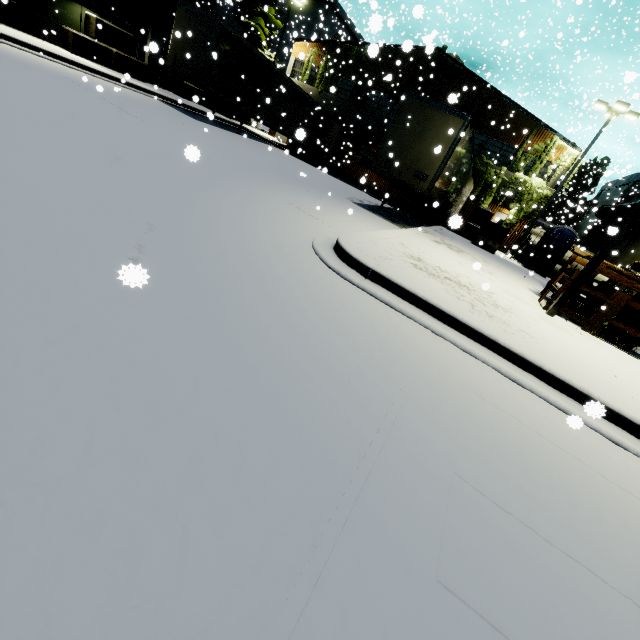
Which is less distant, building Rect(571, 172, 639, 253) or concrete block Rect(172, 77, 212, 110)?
concrete block Rect(172, 77, 212, 110)

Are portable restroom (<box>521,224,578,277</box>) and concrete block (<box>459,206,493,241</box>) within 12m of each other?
yes

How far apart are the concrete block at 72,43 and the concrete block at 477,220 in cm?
922

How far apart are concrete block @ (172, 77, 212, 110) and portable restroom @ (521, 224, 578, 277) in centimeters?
2298cm

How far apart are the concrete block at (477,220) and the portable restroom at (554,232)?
3.09m

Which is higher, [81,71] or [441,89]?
[441,89]

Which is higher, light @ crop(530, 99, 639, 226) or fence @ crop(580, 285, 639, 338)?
light @ crop(530, 99, 639, 226)

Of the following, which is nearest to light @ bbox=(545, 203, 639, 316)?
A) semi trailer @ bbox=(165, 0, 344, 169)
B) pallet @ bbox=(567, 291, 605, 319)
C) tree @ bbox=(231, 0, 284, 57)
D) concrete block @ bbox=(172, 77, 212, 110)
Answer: pallet @ bbox=(567, 291, 605, 319)
